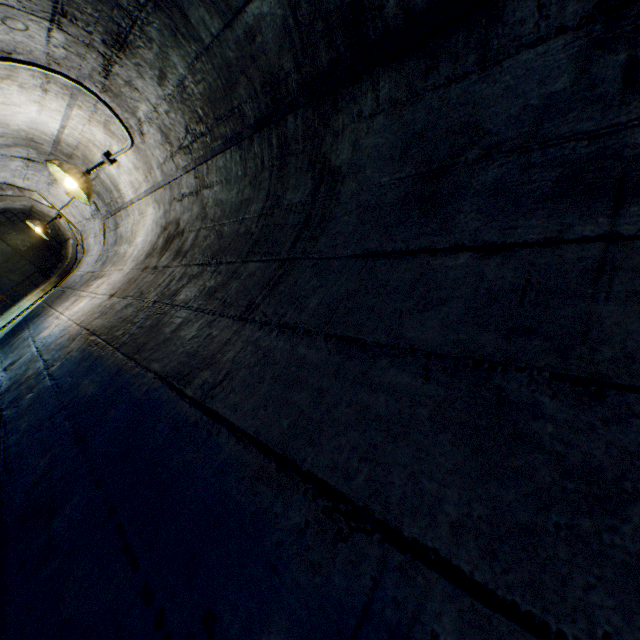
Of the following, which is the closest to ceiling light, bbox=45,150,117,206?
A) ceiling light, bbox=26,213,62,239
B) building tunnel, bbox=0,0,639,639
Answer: building tunnel, bbox=0,0,639,639

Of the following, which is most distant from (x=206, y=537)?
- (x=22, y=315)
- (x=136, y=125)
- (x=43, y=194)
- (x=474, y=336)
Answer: (x=43, y=194)

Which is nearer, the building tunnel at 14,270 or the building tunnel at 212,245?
the building tunnel at 212,245

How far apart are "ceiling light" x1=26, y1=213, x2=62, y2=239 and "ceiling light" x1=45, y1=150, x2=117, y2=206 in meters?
3.7 m

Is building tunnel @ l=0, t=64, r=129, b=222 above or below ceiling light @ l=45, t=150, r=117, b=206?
above

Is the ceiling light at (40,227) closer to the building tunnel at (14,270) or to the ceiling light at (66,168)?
the building tunnel at (14,270)

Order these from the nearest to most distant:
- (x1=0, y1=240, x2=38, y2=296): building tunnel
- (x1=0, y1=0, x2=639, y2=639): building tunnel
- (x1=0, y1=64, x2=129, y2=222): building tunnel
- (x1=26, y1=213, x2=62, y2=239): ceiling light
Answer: (x1=0, y1=0, x2=639, y2=639): building tunnel → (x1=0, y1=64, x2=129, y2=222): building tunnel → (x1=26, y1=213, x2=62, y2=239): ceiling light → (x1=0, y1=240, x2=38, y2=296): building tunnel
